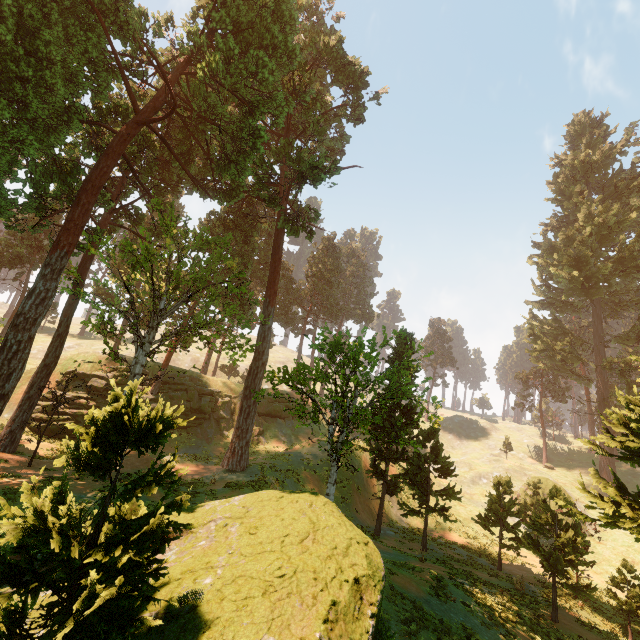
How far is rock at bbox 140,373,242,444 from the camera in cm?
3206

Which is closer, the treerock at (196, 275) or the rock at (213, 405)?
the treerock at (196, 275)

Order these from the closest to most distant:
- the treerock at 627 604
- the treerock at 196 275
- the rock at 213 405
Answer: the treerock at 196 275 → the treerock at 627 604 → the rock at 213 405

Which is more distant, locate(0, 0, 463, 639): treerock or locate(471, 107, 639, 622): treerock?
locate(471, 107, 639, 622): treerock

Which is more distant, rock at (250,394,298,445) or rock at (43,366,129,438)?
rock at (250,394,298,445)

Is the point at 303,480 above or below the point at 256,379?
below

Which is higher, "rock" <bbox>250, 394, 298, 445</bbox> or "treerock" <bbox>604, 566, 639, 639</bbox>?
"rock" <bbox>250, 394, 298, 445</bbox>
